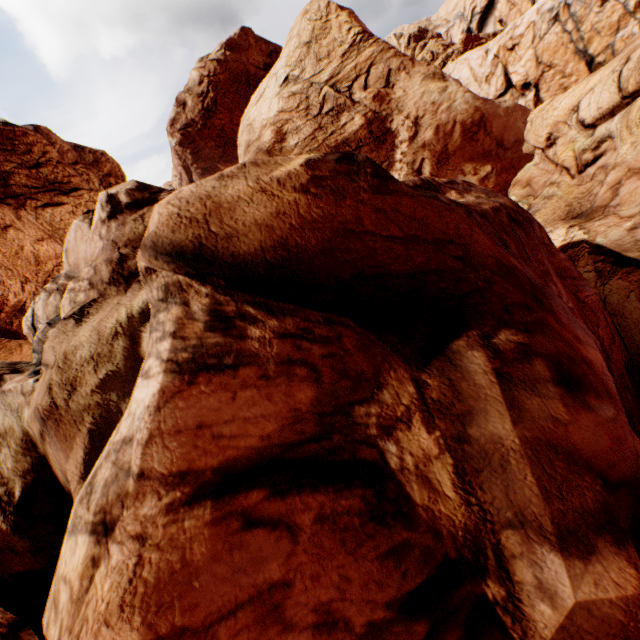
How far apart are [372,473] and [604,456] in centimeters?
303cm
